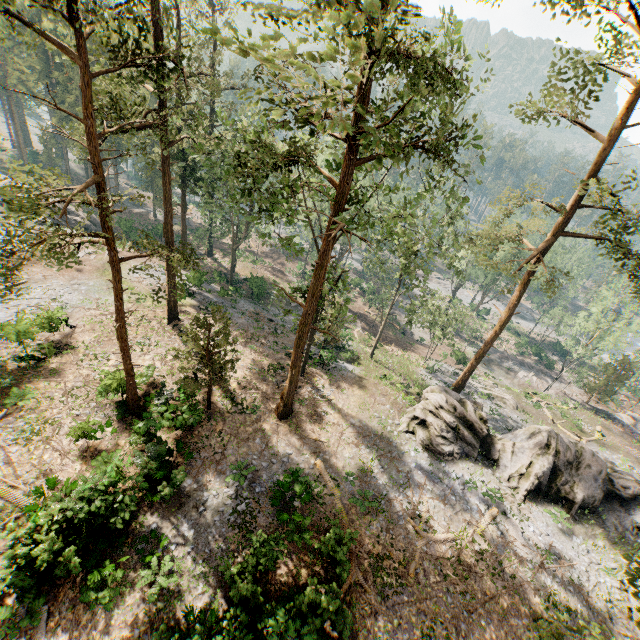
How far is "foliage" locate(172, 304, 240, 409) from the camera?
17.59m

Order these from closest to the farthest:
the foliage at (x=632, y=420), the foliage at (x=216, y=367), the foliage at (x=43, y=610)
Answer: the foliage at (x=43, y=610) < the foliage at (x=216, y=367) < the foliage at (x=632, y=420)

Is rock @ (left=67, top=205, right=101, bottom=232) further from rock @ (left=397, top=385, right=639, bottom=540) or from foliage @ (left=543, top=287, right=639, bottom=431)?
rock @ (left=397, top=385, right=639, bottom=540)

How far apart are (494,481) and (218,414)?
19.4 meters

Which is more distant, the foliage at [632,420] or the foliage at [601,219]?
the foliage at [632,420]

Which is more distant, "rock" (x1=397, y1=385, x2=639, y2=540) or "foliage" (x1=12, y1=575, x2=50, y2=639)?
"rock" (x1=397, y1=385, x2=639, y2=540)
